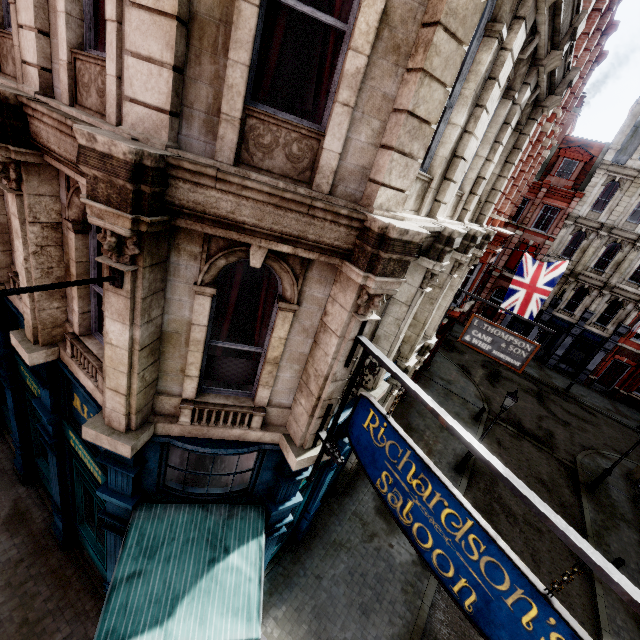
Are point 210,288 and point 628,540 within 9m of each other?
no

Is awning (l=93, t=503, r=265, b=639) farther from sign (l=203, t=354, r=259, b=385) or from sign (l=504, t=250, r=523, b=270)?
sign (l=504, t=250, r=523, b=270)

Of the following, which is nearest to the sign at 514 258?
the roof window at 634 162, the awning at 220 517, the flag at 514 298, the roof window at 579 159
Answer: the roof window at 579 159

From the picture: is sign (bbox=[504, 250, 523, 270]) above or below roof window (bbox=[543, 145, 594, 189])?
below

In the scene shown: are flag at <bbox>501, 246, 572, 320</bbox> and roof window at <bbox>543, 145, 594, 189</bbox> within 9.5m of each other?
no

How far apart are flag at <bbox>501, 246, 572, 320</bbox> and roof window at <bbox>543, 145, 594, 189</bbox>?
17.44m

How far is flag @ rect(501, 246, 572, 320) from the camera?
15.1 meters

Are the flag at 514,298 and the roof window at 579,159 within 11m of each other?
no
